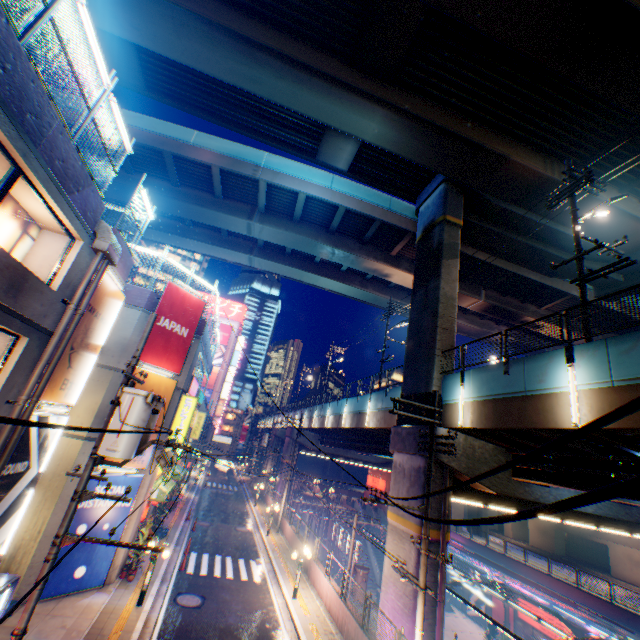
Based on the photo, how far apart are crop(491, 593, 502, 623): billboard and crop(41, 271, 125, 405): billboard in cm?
4030

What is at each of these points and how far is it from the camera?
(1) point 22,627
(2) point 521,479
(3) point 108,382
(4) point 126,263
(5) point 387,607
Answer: (1) electric pole, 6.9m
(2) overpass support, 15.9m
(3) building, 14.3m
(4) concrete block, 12.4m
(5) overpass support, 14.2m

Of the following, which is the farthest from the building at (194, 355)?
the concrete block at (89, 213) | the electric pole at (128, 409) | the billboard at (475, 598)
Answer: the billboard at (475, 598)

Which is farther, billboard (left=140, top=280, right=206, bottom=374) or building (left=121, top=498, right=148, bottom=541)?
billboard (left=140, top=280, right=206, bottom=374)

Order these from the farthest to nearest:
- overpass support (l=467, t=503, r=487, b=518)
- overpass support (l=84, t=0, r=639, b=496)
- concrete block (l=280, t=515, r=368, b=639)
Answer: overpass support (l=467, t=503, r=487, b=518) → concrete block (l=280, t=515, r=368, b=639) → overpass support (l=84, t=0, r=639, b=496)

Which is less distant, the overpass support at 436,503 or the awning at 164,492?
the overpass support at 436,503

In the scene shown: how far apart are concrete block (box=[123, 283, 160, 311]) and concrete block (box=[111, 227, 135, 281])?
2.93m

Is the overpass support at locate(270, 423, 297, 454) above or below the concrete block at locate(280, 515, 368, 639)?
above
